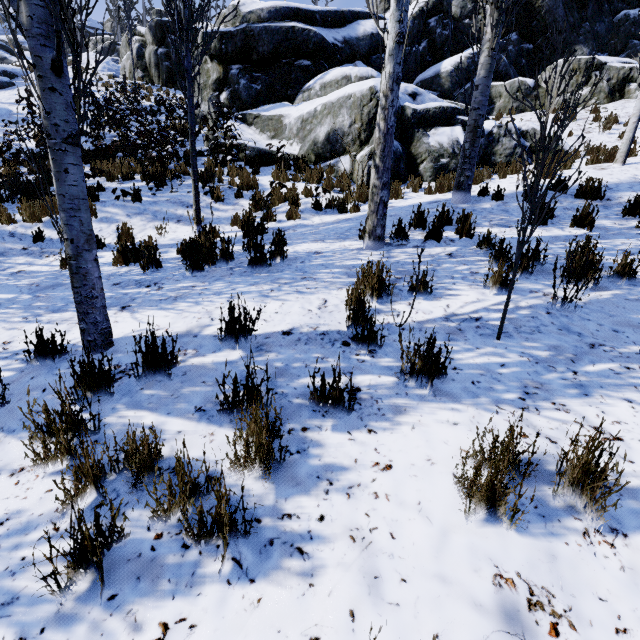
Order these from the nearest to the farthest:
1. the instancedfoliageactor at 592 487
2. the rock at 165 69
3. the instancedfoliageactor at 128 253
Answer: the instancedfoliageactor at 592 487, the instancedfoliageactor at 128 253, the rock at 165 69

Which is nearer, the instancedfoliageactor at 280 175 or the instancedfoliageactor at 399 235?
the instancedfoliageactor at 280 175

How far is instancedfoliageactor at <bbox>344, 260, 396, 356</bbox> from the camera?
2.8 meters

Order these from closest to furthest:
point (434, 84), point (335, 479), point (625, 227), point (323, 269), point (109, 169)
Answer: point (335, 479) → point (323, 269) → point (625, 227) → point (109, 169) → point (434, 84)

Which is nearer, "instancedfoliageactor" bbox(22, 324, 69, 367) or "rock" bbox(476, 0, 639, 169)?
"instancedfoliageactor" bbox(22, 324, 69, 367)

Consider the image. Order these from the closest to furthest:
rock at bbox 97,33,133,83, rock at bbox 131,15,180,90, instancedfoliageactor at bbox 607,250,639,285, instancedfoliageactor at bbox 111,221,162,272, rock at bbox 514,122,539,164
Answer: instancedfoliageactor at bbox 607,250,639,285 → instancedfoliageactor at bbox 111,221,162,272 → rock at bbox 514,122,539,164 → rock at bbox 131,15,180,90 → rock at bbox 97,33,133,83
